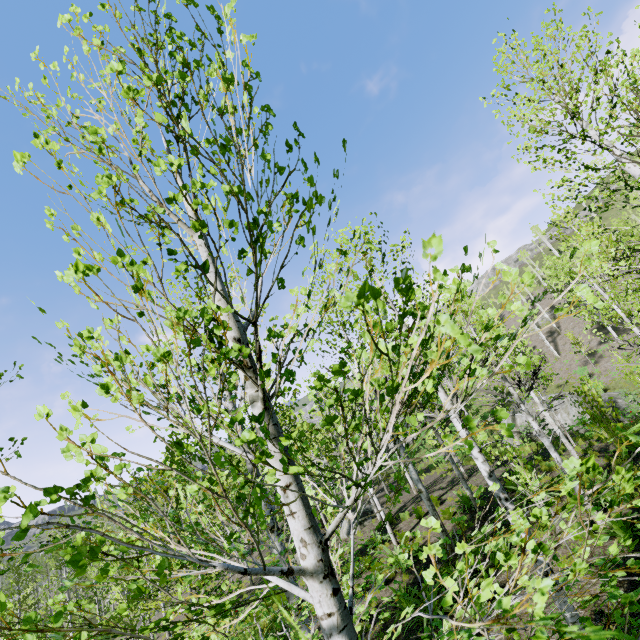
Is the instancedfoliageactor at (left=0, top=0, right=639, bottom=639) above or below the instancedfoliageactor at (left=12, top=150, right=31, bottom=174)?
below

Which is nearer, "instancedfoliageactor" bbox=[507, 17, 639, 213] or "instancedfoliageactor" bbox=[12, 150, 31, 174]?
"instancedfoliageactor" bbox=[12, 150, 31, 174]

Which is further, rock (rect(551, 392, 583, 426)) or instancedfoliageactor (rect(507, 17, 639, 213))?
rock (rect(551, 392, 583, 426))

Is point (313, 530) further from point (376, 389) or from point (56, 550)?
point (376, 389)

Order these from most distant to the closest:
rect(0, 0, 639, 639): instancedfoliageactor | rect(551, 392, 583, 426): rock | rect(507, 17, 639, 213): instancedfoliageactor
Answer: rect(551, 392, 583, 426): rock → rect(507, 17, 639, 213): instancedfoliageactor → rect(0, 0, 639, 639): instancedfoliageactor

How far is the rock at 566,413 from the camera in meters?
21.7 m

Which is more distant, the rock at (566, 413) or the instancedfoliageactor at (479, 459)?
the rock at (566, 413)
